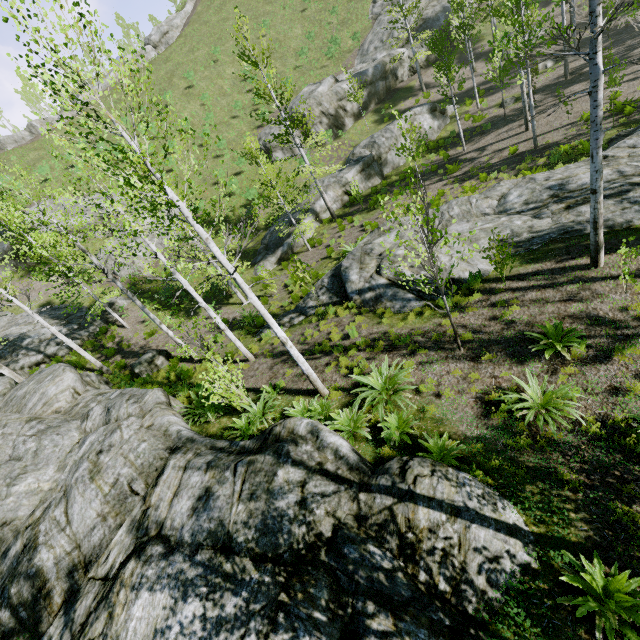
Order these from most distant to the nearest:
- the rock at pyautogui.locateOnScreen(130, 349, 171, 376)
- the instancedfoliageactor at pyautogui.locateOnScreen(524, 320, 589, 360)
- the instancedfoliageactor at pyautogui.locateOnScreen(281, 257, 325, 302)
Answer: the rock at pyautogui.locateOnScreen(130, 349, 171, 376), the instancedfoliageactor at pyautogui.locateOnScreen(281, 257, 325, 302), the instancedfoliageactor at pyautogui.locateOnScreen(524, 320, 589, 360)

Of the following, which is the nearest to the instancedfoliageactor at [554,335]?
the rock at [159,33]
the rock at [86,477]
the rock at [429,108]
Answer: the rock at [86,477]

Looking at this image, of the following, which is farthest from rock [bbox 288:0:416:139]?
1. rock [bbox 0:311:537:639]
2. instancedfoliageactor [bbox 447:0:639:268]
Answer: rock [bbox 0:311:537:639]

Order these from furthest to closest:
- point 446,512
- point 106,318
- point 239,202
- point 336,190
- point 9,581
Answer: point 239,202
point 336,190
point 106,318
point 9,581
point 446,512

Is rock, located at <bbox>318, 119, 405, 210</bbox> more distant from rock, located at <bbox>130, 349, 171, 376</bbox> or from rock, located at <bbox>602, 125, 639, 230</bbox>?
rock, located at <bbox>130, 349, 171, 376</bbox>

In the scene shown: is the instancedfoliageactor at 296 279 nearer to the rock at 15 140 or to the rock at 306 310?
the rock at 306 310

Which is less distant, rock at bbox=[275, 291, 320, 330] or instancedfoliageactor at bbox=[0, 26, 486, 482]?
instancedfoliageactor at bbox=[0, 26, 486, 482]

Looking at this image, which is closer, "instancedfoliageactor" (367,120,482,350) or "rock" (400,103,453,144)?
"instancedfoliageactor" (367,120,482,350)
